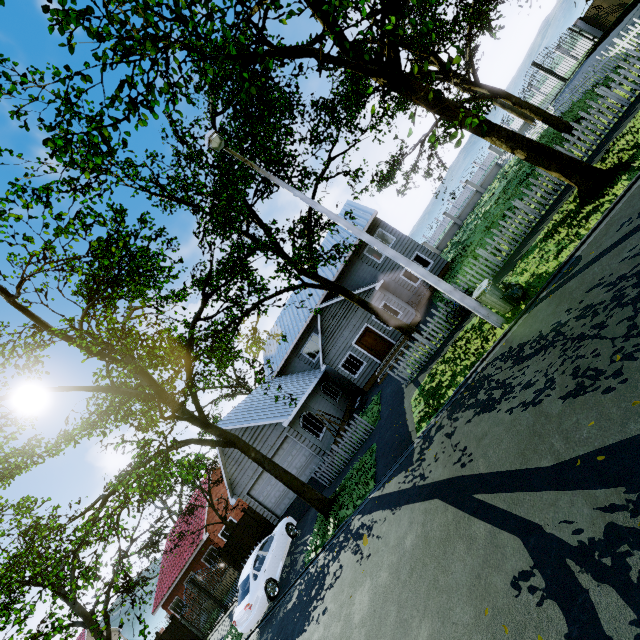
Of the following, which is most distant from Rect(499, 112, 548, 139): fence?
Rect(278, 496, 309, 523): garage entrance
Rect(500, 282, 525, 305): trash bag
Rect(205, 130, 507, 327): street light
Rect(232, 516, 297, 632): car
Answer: Rect(205, 130, 507, 327): street light

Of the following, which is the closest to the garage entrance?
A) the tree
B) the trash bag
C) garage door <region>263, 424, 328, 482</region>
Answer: garage door <region>263, 424, 328, 482</region>

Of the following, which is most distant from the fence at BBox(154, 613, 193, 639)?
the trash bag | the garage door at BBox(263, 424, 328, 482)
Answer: the trash bag

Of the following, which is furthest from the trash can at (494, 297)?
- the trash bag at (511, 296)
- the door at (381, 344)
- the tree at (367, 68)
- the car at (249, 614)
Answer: the car at (249, 614)

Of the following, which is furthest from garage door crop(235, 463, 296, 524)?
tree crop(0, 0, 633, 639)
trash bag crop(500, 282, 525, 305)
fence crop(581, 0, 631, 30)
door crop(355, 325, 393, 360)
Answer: trash bag crop(500, 282, 525, 305)

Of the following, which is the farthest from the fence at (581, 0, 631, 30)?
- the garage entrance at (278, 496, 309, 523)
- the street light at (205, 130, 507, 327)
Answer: the street light at (205, 130, 507, 327)

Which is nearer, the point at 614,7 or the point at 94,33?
the point at 94,33

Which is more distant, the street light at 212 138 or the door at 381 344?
the door at 381 344
